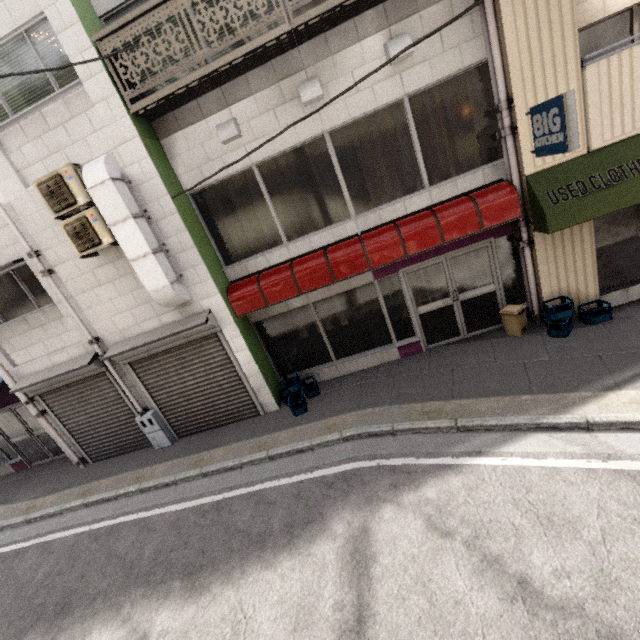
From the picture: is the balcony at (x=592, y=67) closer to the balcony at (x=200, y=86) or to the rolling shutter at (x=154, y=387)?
the balcony at (x=200, y=86)

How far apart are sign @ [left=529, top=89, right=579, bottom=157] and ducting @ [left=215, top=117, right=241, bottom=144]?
4.8m

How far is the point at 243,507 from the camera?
5.3 meters

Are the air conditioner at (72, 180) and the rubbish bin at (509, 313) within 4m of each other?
no

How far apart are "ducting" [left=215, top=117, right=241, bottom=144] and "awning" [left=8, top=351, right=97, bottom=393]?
5.2 meters

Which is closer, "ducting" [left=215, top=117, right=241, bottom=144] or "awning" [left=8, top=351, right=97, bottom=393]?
"ducting" [left=215, top=117, right=241, bottom=144]

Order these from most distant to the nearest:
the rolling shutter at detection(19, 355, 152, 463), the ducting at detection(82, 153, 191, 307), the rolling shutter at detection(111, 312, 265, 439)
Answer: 1. the rolling shutter at detection(19, 355, 152, 463)
2. the rolling shutter at detection(111, 312, 265, 439)
3. the ducting at detection(82, 153, 191, 307)

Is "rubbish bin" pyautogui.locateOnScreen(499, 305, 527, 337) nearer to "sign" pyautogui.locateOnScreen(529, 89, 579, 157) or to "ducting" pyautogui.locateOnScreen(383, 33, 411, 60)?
"sign" pyautogui.locateOnScreen(529, 89, 579, 157)
